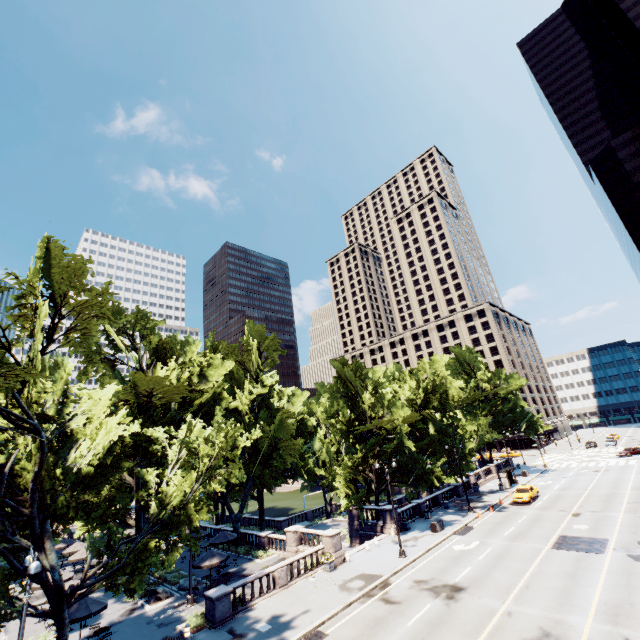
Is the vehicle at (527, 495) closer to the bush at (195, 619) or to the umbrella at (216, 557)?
the umbrella at (216, 557)

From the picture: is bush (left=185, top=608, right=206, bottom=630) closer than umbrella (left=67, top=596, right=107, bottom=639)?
No

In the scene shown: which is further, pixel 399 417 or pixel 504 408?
pixel 504 408

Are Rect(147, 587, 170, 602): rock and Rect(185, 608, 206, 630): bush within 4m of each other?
no

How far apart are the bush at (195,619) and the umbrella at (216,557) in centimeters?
274cm

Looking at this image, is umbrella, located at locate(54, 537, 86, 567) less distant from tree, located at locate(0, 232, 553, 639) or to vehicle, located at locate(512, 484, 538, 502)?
tree, located at locate(0, 232, 553, 639)

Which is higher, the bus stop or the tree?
the tree

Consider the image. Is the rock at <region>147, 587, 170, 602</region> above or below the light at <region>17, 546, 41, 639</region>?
below
